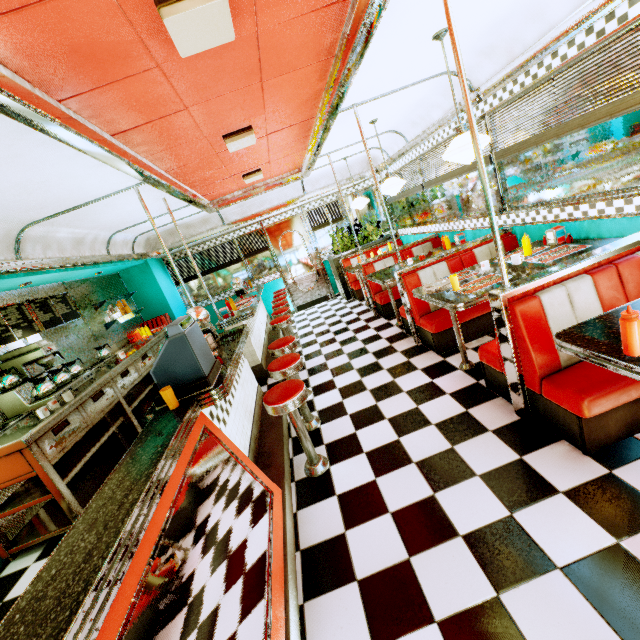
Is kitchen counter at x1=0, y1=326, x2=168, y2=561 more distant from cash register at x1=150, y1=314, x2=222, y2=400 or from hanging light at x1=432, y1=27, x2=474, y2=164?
hanging light at x1=432, y1=27, x2=474, y2=164

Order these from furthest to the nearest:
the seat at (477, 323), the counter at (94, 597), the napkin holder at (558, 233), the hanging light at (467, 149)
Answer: the seat at (477, 323) → the napkin holder at (558, 233) → the hanging light at (467, 149) → the counter at (94, 597)

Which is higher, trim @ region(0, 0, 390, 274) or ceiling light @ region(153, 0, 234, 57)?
ceiling light @ region(153, 0, 234, 57)

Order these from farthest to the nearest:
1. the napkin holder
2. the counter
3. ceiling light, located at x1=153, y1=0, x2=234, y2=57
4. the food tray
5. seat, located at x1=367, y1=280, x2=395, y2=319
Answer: the food tray
seat, located at x1=367, y1=280, x2=395, y2=319
the napkin holder
ceiling light, located at x1=153, y1=0, x2=234, y2=57
the counter

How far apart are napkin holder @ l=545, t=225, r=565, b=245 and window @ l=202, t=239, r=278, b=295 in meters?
6.6

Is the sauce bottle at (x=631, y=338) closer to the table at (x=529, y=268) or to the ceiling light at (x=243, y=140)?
the table at (x=529, y=268)

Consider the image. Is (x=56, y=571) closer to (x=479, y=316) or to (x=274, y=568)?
(x=274, y=568)

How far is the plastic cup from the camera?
2.21m
